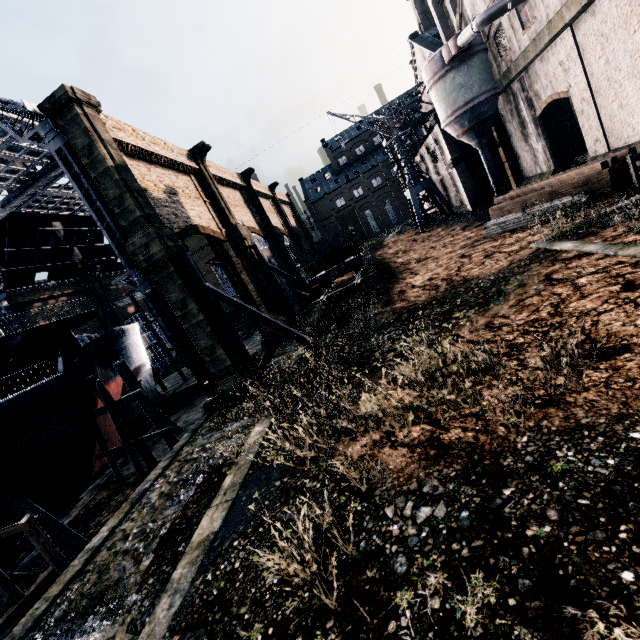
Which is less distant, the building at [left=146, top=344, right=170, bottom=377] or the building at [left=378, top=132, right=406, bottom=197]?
the building at [left=378, top=132, right=406, bottom=197]

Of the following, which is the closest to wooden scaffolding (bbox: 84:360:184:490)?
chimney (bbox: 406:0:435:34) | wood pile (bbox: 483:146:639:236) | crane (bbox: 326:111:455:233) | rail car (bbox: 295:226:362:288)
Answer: rail car (bbox: 295:226:362:288)

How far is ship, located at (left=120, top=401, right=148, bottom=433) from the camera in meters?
26.0 m

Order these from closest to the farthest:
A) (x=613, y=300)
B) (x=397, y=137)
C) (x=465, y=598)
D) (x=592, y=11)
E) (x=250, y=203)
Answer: (x=465, y=598) → (x=613, y=300) → (x=592, y=11) → (x=397, y=137) → (x=250, y=203)

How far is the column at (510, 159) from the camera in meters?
30.4 m

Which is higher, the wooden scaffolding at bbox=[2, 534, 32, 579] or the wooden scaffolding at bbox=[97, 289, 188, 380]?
the wooden scaffolding at bbox=[97, 289, 188, 380]

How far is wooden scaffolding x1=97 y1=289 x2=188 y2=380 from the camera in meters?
35.8 m

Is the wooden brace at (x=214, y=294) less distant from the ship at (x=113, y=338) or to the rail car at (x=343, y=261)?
the rail car at (x=343, y=261)
